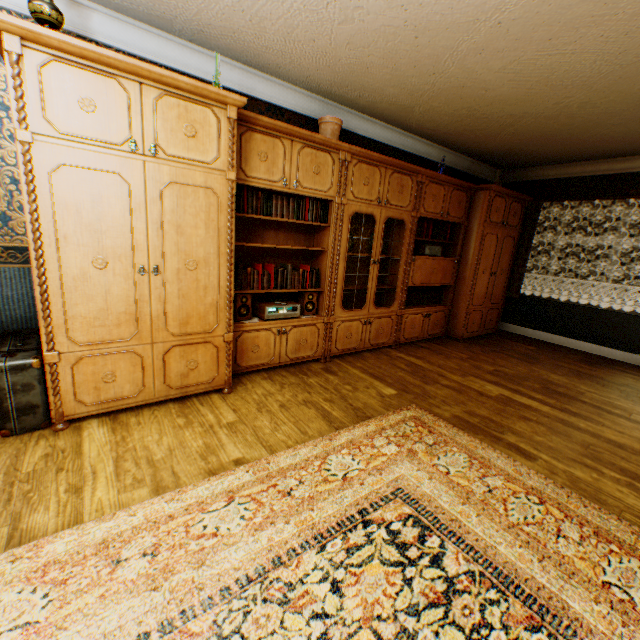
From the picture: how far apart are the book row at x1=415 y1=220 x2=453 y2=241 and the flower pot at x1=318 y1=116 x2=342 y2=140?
1.6 meters

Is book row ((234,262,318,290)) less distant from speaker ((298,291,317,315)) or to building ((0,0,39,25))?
speaker ((298,291,317,315))

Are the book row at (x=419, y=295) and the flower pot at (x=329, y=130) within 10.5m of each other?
yes

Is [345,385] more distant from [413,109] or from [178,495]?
[413,109]

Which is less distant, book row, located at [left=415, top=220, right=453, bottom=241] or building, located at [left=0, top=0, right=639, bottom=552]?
building, located at [left=0, top=0, right=639, bottom=552]

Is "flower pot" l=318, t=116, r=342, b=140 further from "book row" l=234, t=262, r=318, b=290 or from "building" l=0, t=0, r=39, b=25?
"book row" l=234, t=262, r=318, b=290

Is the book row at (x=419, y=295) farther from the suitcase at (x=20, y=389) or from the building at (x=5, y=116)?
the suitcase at (x=20, y=389)

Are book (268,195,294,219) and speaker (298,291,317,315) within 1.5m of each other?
yes
